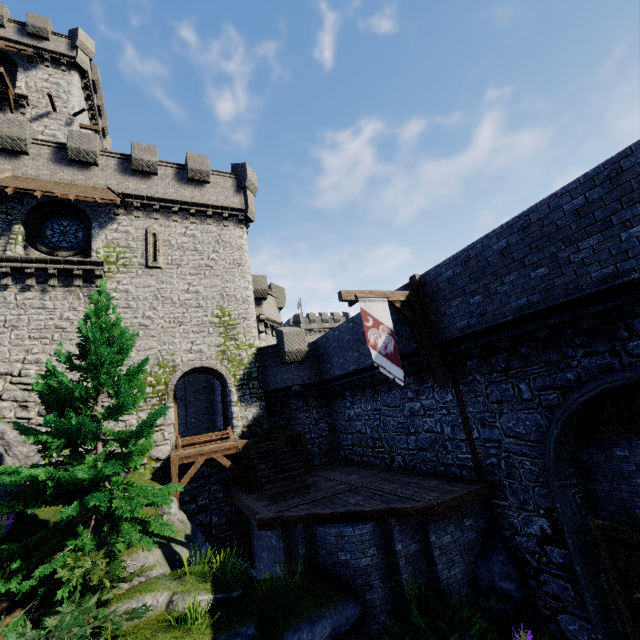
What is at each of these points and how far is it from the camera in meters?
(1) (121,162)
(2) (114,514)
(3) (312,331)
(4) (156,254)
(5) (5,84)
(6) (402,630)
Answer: (1) building tower, 18.7
(2) tree, 7.5
(3) building, 57.9
(4) window slit, 18.2
(5) wooden platform, 21.6
(6) bush, 7.3

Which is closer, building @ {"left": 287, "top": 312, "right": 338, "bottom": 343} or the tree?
the tree

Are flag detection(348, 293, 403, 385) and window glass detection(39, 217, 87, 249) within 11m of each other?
no

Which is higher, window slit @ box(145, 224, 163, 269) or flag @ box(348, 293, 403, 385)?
window slit @ box(145, 224, 163, 269)

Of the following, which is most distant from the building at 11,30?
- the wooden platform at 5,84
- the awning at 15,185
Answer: the awning at 15,185

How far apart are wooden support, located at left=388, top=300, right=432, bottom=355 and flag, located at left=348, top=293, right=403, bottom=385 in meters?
0.3 m

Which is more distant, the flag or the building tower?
the building tower

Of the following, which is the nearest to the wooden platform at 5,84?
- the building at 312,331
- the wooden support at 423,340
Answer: the wooden support at 423,340
